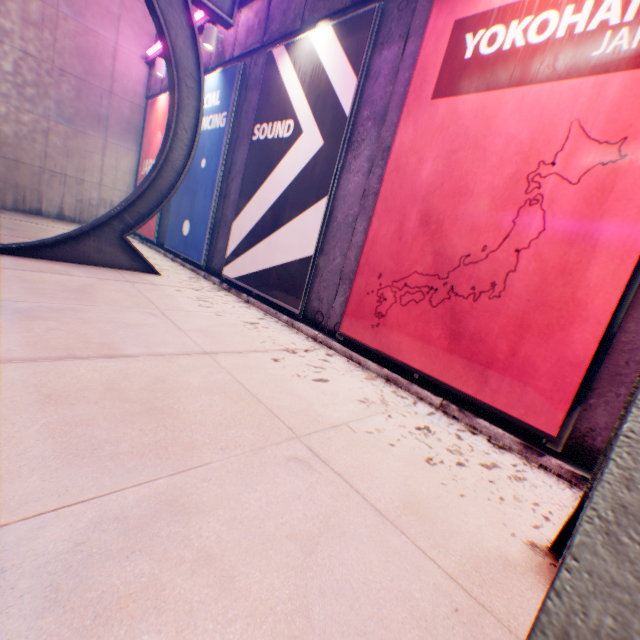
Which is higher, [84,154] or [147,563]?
[84,154]

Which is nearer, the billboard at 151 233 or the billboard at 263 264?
the billboard at 263 264

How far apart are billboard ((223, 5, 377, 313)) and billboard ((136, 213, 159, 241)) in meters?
4.5 m

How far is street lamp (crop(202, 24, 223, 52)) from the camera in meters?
7.2 m

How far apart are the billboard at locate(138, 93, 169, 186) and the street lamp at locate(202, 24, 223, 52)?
2.1m

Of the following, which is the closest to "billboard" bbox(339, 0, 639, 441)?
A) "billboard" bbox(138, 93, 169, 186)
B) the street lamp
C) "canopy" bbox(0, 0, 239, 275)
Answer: "canopy" bbox(0, 0, 239, 275)

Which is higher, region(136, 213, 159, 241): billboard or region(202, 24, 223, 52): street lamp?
region(202, 24, 223, 52): street lamp

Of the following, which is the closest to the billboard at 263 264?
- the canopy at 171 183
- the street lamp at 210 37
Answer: the canopy at 171 183
